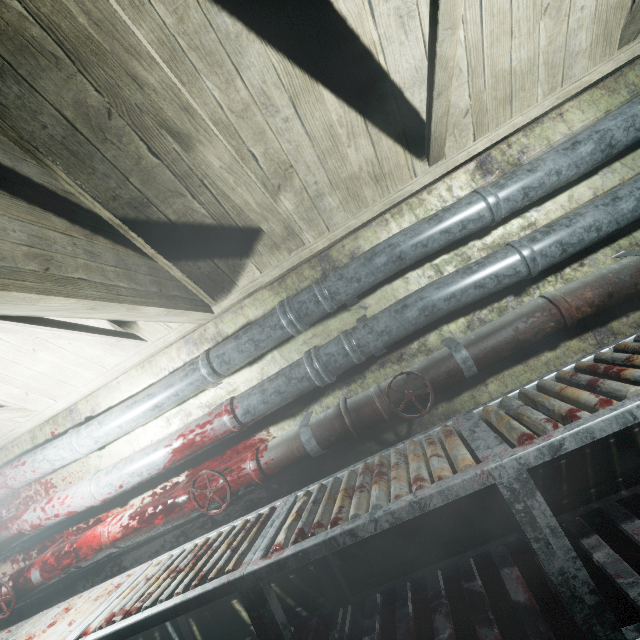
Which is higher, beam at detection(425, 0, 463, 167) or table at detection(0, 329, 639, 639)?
beam at detection(425, 0, 463, 167)

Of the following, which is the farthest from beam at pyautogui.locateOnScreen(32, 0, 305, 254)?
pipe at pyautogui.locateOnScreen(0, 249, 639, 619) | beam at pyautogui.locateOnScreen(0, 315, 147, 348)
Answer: pipe at pyautogui.locateOnScreen(0, 249, 639, 619)

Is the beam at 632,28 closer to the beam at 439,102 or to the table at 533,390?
the beam at 439,102

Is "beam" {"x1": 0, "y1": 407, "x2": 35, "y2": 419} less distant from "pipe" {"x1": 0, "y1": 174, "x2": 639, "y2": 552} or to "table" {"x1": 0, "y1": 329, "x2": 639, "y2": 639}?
"pipe" {"x1": 0, "y1": 174, "x2": 639, "y2": 552}

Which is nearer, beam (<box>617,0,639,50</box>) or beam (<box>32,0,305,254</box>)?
beam (<box>32,0,305,254</box>)

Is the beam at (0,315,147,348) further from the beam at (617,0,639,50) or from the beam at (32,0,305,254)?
the beam at (617,0,639,50)

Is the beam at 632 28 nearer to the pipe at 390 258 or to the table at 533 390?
the pipe at 390 258

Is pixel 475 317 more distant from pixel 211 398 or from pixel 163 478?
pixel 163 478
